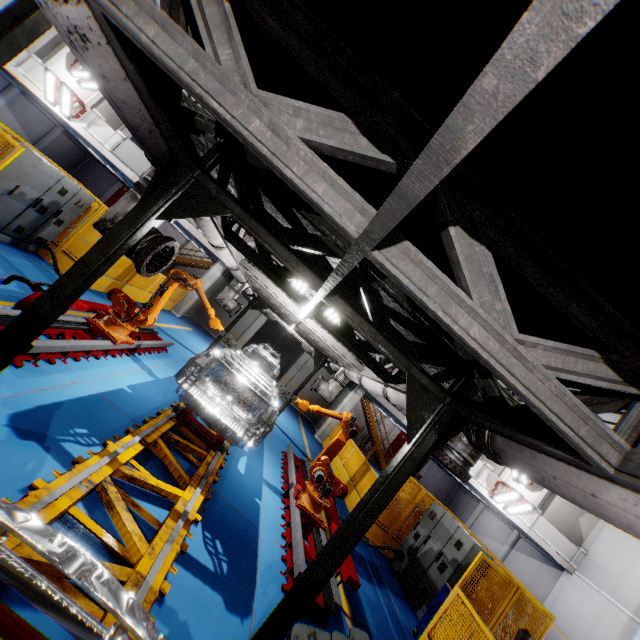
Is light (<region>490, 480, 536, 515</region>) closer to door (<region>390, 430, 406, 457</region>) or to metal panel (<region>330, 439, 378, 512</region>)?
metal panel (<region>330, 439, 378, 512</region>)

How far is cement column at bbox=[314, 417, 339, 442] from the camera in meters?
17.7

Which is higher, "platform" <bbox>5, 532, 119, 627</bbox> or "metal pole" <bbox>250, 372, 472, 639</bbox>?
"metal pole" <bbox>250, 372, 472, 639</bbox>

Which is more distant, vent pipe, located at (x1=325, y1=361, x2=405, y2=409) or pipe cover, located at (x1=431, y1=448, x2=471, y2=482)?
vent pipe, located at (x1=325, y1=361, x2=405, y2=409)

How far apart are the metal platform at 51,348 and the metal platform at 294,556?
4.87m

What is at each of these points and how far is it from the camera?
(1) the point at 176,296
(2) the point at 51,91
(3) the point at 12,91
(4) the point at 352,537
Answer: (1) metal panel, 16.5 meters
(2) light, 16.5 meters
(3) cement column, 20.6 meters
(4) metal pole, 3.4 meters

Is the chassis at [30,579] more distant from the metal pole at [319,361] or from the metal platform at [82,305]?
the metal platform at [82,305]

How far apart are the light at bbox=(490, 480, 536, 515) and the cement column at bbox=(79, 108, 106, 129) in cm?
2998
